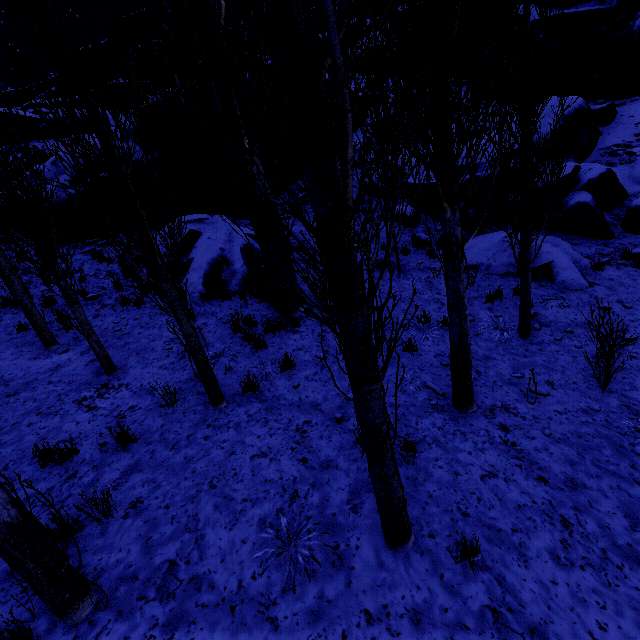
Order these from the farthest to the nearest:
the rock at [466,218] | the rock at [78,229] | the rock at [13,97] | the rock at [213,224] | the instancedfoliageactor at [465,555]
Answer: the rock at [13,97] < the rock at [78,229] < the rock at [466,218] < the rock at [213,224] < the instancedfoliageactor at [465,555]

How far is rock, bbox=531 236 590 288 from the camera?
8.78m

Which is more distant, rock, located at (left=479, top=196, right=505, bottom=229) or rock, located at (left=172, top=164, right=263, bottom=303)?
rock, located at (left=479, top=196, right=505, bottom=229)

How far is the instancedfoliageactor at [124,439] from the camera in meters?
4.7

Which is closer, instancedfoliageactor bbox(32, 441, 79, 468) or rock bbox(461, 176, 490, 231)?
instancedfoliageactor bbox(32, 441, 79, 468)

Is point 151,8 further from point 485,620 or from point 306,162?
point 485,620

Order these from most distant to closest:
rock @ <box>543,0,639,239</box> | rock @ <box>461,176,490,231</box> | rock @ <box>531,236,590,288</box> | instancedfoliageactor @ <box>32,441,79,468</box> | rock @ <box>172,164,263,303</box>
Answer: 1. rock @ <box>461,176,490,231</box>
2. rock @ <box>543,0,639,239</box>
3. rock @ <box>172,164,263,303</box>
4. rock @ <box>531,236,590,288</box>
5. instancedfoliageactor @ <box>32,441,79,468</box>
